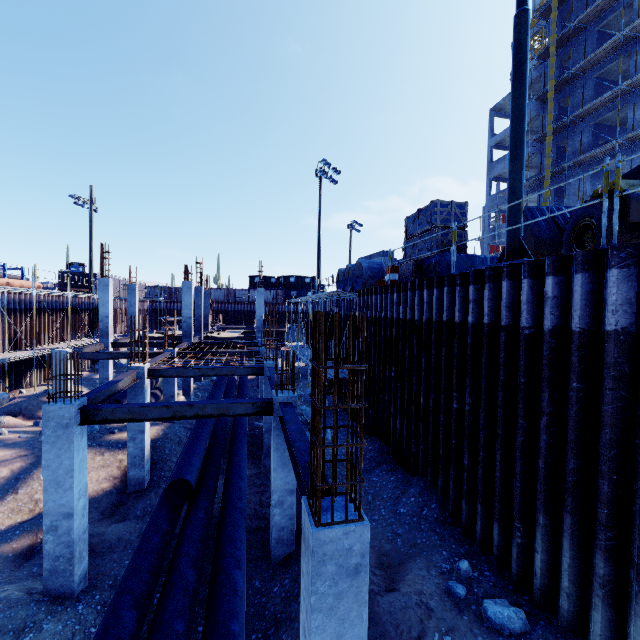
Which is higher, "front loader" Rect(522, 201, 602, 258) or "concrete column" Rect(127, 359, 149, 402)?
"front loader" Rect(522, 201, 602, 258)

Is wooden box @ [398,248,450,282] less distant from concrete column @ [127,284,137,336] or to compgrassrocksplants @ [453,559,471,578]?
compgrassrocksplants @ [453,559,471,578]

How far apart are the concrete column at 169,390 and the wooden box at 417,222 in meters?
11.8 m

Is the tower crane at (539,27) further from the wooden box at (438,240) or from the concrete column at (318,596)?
the concrete column at (318,596)

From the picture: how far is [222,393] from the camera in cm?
1728

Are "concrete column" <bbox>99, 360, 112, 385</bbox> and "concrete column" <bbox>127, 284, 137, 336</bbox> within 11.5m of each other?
yes

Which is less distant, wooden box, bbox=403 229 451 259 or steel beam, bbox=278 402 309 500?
steel beam, bbox=278 402 309 500

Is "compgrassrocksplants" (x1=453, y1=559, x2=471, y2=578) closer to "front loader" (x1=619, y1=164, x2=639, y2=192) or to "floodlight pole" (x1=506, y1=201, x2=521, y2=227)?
"floodlight pole" (x1=506, y1=201, x2=521, y2=227)
